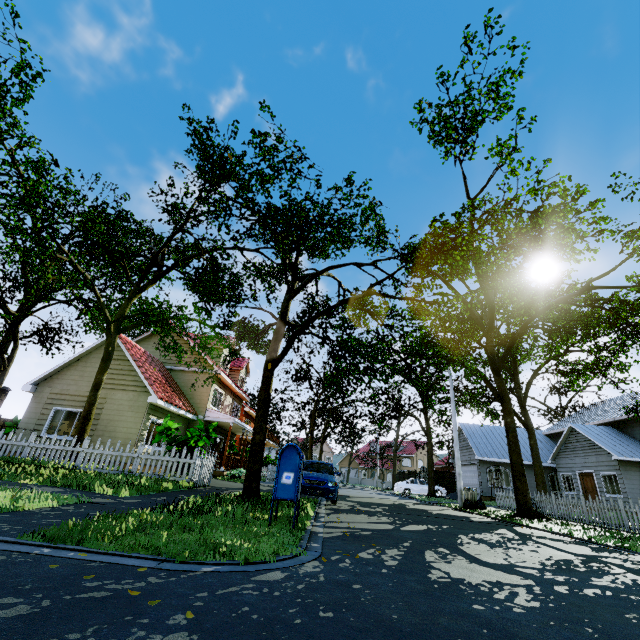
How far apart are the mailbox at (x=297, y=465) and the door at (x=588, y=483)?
25.35m

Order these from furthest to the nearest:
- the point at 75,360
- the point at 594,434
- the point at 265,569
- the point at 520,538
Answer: the point at 594,434
the point at 75,360
the point at 520,538
the point at 265,569

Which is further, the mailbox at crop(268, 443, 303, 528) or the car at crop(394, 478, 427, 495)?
the car at crop(394, 478, 427, 495)

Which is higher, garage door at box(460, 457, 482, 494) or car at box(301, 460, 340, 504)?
garage door at box(460, 457, 482, 494)

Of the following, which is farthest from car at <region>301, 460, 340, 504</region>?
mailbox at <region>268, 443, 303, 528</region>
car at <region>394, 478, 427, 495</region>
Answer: car at <region>394, 478, 427, 495</region>

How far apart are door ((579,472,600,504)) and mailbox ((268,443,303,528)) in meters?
25.4

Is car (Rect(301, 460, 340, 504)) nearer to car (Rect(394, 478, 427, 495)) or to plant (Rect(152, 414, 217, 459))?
plant (Rect(152, 414, 217, 459))

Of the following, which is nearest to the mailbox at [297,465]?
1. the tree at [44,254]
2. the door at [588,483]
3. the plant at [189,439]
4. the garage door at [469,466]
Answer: the tree at [44,254]
